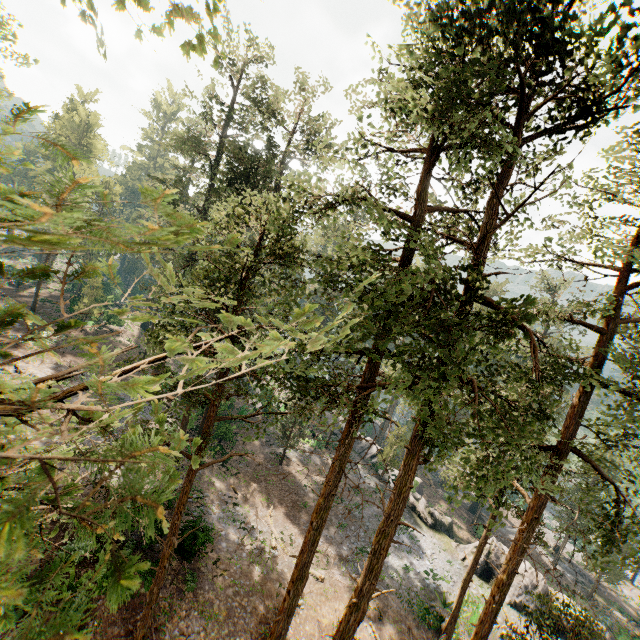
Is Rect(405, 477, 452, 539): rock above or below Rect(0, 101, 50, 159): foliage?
below

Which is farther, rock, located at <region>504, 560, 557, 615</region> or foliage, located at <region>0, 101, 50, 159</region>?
rock, located at <region>504, 560, 557, 615</region>

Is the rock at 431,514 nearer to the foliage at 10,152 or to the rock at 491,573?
the rock at 491,573

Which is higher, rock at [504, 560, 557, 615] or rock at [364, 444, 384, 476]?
rock at [504, 560, 557, 615]

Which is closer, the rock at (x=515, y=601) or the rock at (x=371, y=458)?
the rock at (x=515, y=601)

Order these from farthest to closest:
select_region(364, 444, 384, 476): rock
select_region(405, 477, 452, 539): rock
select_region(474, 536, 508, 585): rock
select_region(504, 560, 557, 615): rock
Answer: select_region(364, 444, 384, 476): rock, select_region(405, 477, 452, 539): rock, select_region(474, 536, 508, 585): rock, select_region(504, 560, 557, 615): rock

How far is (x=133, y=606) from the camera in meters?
14.6 m

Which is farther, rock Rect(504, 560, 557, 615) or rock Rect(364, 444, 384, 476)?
rock Rect(364, 444, 384, 476)
